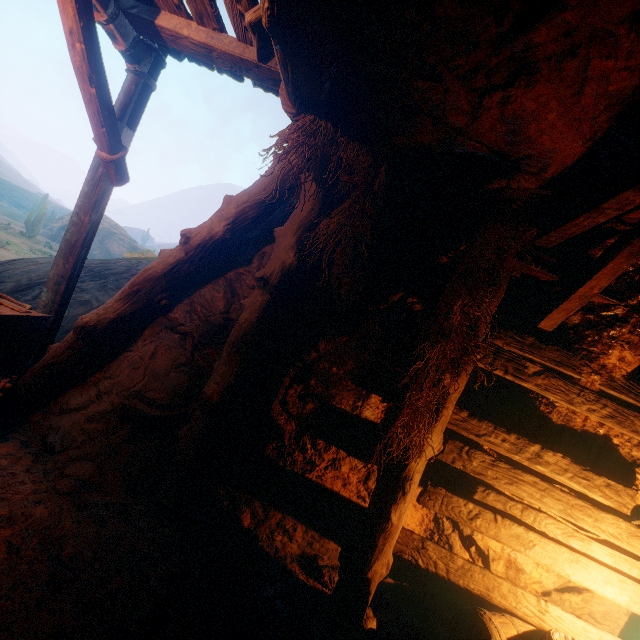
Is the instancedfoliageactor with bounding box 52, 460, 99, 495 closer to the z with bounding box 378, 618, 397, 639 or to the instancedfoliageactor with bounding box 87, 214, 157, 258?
the z with bounding box 378, 618, 397, 639

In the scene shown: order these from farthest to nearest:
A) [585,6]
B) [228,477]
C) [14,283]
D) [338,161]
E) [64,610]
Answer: [14,283] → [228,477] → [338,161] → [64,610] → [585,6]

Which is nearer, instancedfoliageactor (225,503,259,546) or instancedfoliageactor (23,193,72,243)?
instancedfoliageactor (225,503,259,546)

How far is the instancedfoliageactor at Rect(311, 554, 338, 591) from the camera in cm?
334

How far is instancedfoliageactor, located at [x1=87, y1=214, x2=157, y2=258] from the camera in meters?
33.2 m

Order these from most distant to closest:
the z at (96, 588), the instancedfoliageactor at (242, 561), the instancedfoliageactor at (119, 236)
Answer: the instancedfoliageactor at (119, 236) < the instancedfoliageactor at (242, 561) < the z at (96, 588)

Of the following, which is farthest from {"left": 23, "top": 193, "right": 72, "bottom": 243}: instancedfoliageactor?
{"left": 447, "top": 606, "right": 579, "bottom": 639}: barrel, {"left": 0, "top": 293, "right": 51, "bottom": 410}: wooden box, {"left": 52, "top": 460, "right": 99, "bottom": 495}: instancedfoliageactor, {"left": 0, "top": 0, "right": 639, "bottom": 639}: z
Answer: {"left": 447, "top": 606, "right": 579, "bottom": 639}: barrel

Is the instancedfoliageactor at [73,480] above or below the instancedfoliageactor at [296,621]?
above
